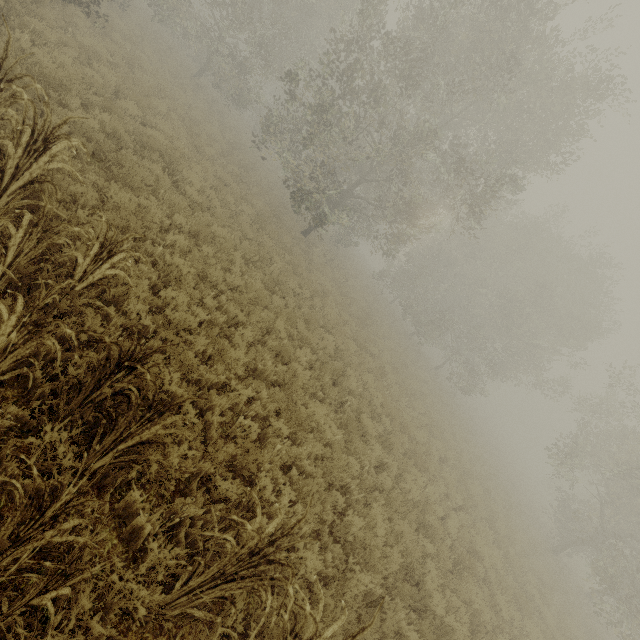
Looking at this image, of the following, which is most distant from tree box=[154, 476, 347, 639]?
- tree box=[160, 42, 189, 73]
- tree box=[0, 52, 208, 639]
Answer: tree box=[160, 42, 189, 73]

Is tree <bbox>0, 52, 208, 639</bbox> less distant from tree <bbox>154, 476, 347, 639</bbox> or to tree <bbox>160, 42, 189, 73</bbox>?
tree <bbox>154, 476, 347, 639</bbox>

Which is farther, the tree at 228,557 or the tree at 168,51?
the tree at 168,51

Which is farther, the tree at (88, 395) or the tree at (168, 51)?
the tree at (168, 51)

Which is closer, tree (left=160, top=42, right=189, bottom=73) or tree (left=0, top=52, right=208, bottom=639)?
tree (left=0, top=52, right=208, bottom=639)

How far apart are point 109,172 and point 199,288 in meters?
3.1 m
